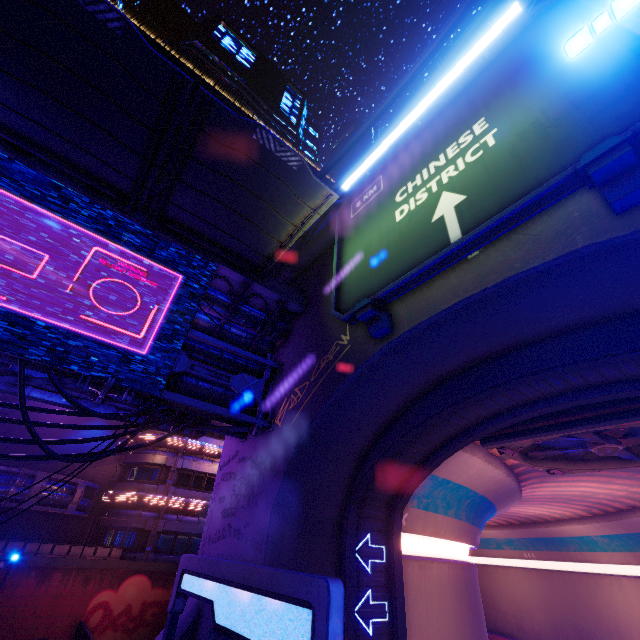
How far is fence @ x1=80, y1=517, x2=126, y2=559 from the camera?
22.7m

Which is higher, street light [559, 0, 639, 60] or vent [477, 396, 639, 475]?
street light [559, 0, 639, 60]

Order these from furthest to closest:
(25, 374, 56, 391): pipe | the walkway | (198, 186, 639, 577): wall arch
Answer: the walkway
(25, 374, 56, 391): pipe
(198, 186, 639, 577): wall arch

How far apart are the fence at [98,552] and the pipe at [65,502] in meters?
→ 0.0 m

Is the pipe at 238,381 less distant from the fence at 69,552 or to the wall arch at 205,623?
the wall arch at 205,623

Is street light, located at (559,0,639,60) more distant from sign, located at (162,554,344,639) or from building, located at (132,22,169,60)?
building, located at (132,22,169,60)

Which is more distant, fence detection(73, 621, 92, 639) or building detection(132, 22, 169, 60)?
building detection(132, 22, 169, 60)

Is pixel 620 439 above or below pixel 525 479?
below
